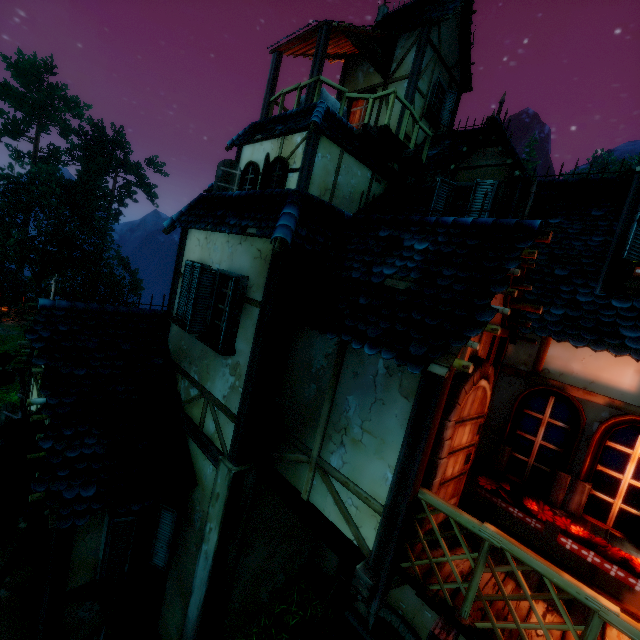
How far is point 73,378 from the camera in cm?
560

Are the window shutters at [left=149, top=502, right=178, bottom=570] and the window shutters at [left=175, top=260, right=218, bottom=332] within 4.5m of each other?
yes

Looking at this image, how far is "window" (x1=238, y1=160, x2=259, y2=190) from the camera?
9.52m

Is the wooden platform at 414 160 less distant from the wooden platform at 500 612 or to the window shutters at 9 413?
the wooden platform at 500 612

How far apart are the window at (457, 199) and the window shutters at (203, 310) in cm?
358

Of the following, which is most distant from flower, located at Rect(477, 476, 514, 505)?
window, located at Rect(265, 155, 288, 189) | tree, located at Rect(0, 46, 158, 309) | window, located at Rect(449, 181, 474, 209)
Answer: tree, located at Rect(0, 46, 158, 309)

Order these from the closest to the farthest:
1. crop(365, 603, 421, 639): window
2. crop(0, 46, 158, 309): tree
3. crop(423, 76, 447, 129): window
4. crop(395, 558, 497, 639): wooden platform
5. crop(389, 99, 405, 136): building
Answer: crop(395, 558, 497, 639): wooden platform
crop(365, 603, 421, 639): window
crop(389, 99, 405, 136): building
crop(423, 76, 447, 129): window
crop(0, 46, 158, 309): tree

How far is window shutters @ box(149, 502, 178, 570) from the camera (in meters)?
5.47
